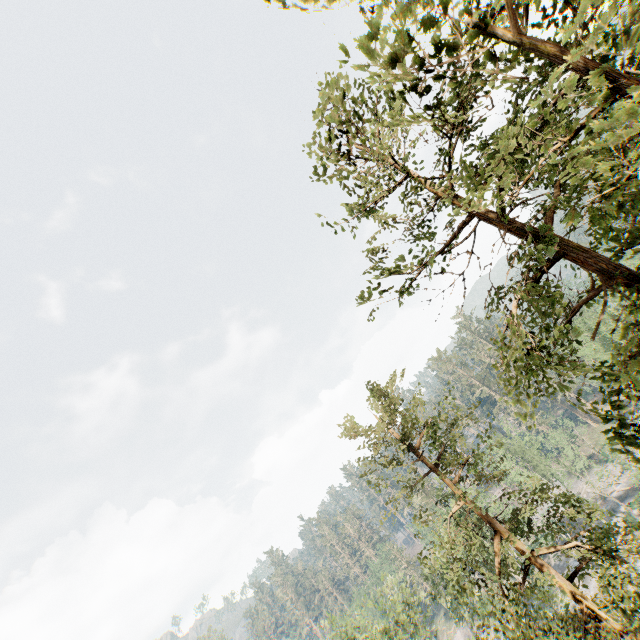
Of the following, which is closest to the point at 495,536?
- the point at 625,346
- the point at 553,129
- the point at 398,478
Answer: the point at 398,478

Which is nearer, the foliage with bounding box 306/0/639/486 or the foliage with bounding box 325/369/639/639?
the foliage with bounding box 306/0/639/486

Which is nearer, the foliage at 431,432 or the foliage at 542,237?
the foliage at 542,237
